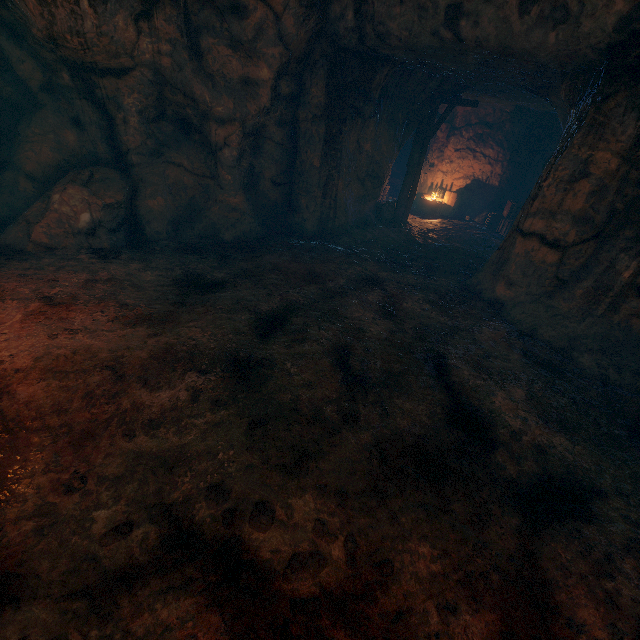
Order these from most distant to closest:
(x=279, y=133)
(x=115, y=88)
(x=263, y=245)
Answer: (x=279, y=133) < (x=263, y=245) < (x=115, y=88)

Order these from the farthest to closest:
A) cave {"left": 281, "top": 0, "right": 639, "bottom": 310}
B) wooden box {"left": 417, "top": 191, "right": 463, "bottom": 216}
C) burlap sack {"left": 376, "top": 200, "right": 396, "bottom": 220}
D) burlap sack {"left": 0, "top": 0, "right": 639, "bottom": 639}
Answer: wooden box {"left": 417, "top": 191, "right": 463, "bottom": 216}, burlap sack {"left": 376, "top": 200, "right": 396, "bottom": 220}, cave {"left": 281, "top": 0, "right": 639, "bottom": 310}, burlap sack {"left": 0, "top": 0, "right": 639, "bottom": 639}

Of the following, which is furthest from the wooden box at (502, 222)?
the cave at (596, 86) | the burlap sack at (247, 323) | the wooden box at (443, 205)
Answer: the burlap sack at (247, 323)

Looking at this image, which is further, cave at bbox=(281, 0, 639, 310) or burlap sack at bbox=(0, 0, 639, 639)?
cave at bbox=(281, 0, 639, 310)

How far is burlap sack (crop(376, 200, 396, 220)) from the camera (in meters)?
12.51

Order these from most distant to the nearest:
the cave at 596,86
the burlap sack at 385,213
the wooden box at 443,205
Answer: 1. the wooden box at 443,205
2. the burlap sack at 385,213
3. the cave at 596,86

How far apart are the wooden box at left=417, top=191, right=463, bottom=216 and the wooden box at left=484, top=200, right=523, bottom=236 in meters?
1.6 m

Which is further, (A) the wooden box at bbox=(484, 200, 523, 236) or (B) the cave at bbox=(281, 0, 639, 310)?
(A) the wooden box at bbox=(484, 200, 523, 236)
